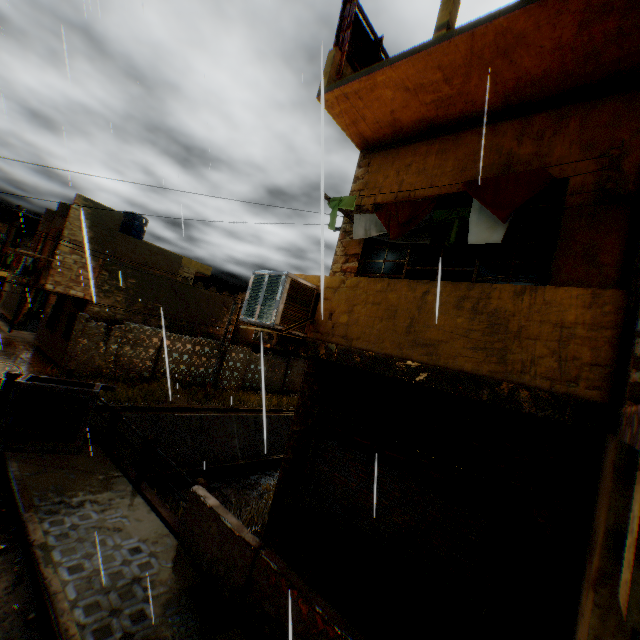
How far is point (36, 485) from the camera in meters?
6.4 m

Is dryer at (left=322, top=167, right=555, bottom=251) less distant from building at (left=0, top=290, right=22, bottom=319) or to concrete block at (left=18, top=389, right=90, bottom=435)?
building at (left=0, top=290, right=22, bottom=319)

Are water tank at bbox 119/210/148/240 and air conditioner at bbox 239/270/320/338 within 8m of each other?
no

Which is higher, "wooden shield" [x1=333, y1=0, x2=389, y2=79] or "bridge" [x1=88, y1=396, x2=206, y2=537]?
"wooden shield" [x1=333, y1=0, x2=389, y2=79]

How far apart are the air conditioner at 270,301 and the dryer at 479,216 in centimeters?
142cm

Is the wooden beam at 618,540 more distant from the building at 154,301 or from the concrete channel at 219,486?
the concrete channel at 219,486

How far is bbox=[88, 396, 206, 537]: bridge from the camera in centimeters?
634cm

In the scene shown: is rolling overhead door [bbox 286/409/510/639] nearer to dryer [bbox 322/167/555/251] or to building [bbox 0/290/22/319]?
building [bbox 0/290/22/319]
